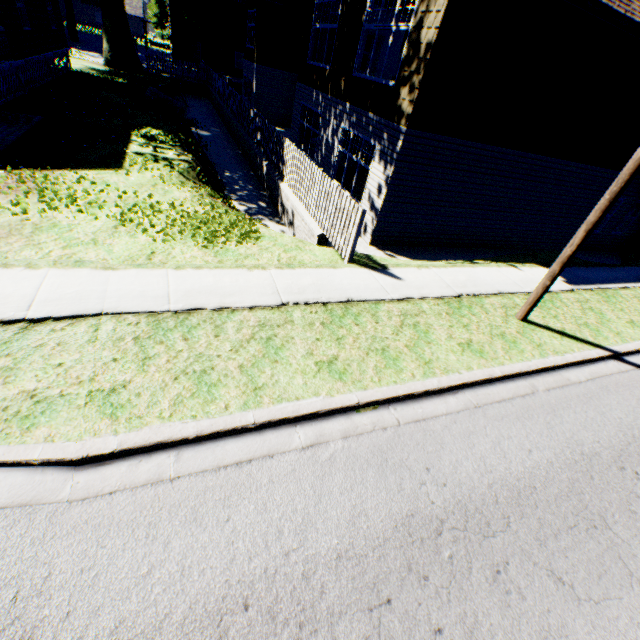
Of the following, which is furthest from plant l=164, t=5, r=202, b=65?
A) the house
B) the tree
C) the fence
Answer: the tree

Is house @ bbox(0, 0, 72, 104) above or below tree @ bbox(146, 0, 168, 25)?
below

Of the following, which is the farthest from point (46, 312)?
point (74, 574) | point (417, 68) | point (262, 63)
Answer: point (262, 63)

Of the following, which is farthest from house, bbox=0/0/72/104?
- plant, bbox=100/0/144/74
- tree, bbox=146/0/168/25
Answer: tree, bbox=146/0/168/25

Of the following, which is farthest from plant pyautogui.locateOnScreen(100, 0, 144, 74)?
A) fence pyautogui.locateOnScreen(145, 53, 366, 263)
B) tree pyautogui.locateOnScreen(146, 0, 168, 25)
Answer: tree pyautogui.locateOnScreen(146, 0, 168, 25)

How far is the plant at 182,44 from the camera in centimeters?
3284cm

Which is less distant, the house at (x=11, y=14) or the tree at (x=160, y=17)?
the house at (x=11, y=14)
